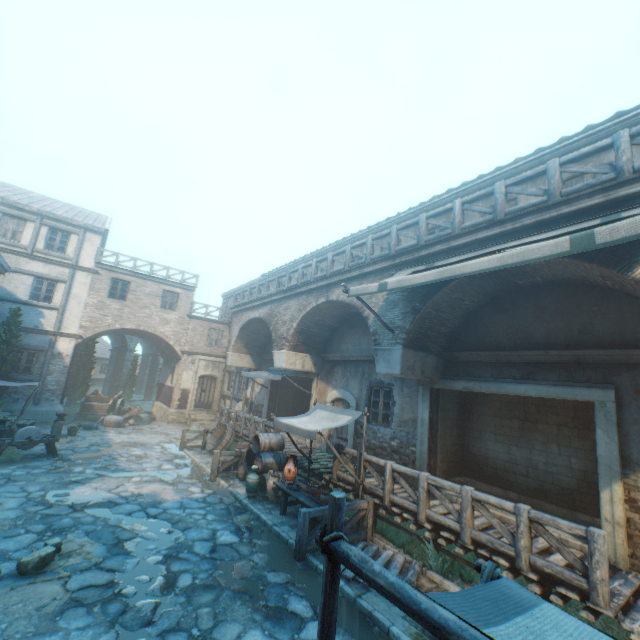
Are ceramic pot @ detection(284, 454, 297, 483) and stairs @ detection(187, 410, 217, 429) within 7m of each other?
no

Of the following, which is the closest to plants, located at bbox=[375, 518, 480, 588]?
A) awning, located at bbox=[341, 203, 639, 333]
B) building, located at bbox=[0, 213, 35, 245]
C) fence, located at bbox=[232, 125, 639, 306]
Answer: awning, located at bbox=[341, 203, 639, 333]

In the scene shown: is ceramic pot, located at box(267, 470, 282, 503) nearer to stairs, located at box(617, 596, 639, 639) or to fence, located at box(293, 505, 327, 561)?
fence, located at box(293, 505, 327, 561)

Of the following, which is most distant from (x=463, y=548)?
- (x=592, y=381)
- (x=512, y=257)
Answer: (x=512, y=257)

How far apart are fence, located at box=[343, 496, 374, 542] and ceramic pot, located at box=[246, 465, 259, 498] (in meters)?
3.23

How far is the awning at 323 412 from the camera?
8.0 meters

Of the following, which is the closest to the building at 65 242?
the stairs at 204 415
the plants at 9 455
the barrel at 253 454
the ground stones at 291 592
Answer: the stairs at 204 415

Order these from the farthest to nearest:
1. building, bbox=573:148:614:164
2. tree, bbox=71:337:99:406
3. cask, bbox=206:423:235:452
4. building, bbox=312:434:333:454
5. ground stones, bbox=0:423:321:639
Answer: tree, bbox=71:337:99:406, cask, bbox=206:423:235:452, building, bbox=312:434:333:454, building, bbox=573:148:614:164, ground stones, bbox=0:423:321:639
